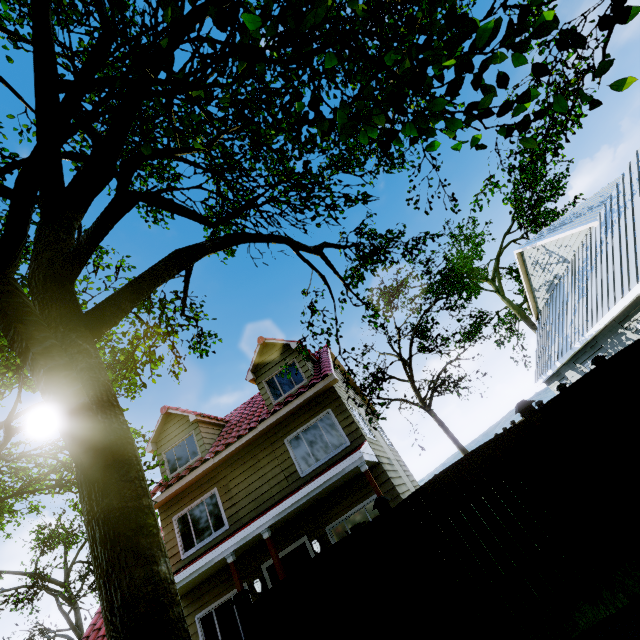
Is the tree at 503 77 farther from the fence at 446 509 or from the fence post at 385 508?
the fence post at 385 508

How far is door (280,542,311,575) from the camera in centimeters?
972cm

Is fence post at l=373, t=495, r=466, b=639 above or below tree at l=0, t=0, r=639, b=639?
below

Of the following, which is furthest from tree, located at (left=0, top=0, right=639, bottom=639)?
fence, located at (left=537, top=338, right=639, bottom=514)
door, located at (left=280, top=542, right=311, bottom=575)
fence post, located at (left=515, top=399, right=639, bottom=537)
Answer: door, located at (left=280, top=542, right=311, bottom=575)

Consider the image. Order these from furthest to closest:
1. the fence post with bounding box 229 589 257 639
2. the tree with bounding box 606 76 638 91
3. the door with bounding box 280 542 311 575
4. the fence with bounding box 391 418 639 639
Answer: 1. the door with bounding box 280 542 311 575
2. the fence post with bounding box 229 589 257 639
3. the fence with bounding box 391 418 639 639
4. the tree with bounding box 606 76 638 91

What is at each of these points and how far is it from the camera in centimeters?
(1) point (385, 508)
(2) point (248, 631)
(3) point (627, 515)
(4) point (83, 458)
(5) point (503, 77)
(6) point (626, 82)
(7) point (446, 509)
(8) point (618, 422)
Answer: (1) fence post, 519cm
(2) fence post, 514cm
(3) fence post, 423cm
(4) tree, 295cm
(5) tree, 264cm
(6) tree, 248cm
(7) fence, 495cm
(8) fence, 470cm

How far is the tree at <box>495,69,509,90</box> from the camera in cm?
262

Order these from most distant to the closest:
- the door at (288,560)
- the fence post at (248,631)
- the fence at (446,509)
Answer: the door at (288,560)
the fence post at (248,631)
the fence at (446,509)
